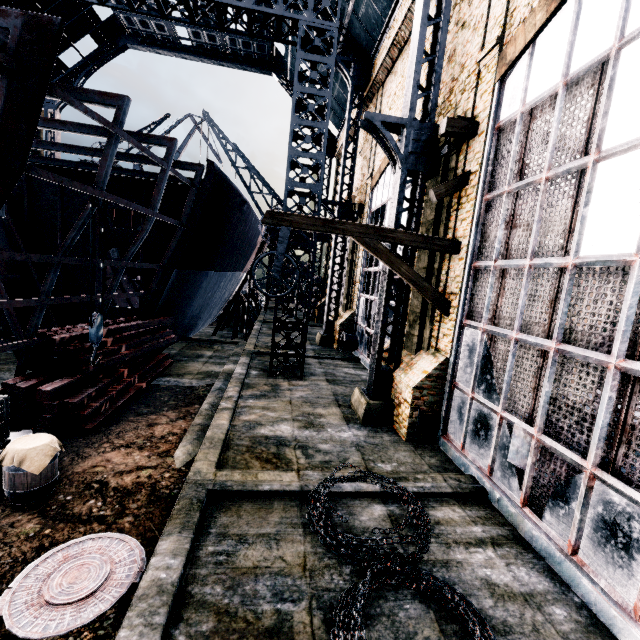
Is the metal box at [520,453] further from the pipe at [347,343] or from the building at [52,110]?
the building at [52,110]

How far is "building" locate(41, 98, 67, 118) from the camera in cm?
2906

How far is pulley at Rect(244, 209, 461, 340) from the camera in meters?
8.9

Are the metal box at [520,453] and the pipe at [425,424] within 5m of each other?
yes

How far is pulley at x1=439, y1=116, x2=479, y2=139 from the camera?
9.0m

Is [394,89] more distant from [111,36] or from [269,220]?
[111,36]

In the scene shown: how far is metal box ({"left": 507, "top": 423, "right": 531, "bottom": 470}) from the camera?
6.8m

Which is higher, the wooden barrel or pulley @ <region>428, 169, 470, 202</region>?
pulley @ <region>428, 169, 470, 202</region>
